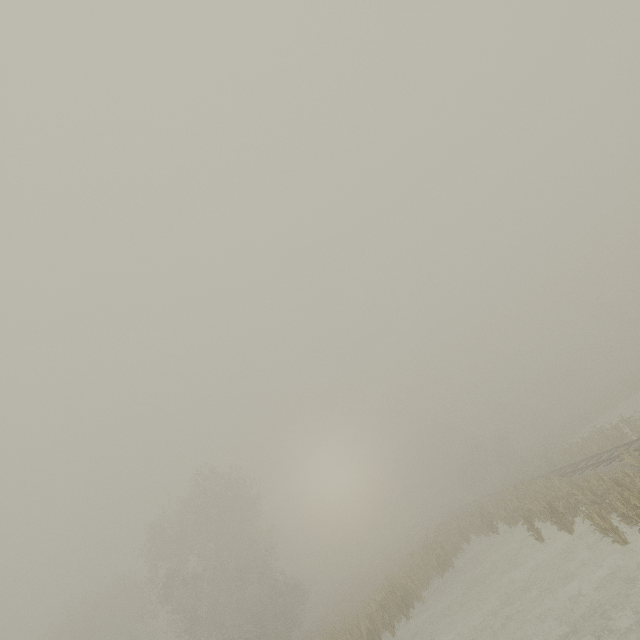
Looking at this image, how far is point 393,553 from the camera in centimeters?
4919cm
